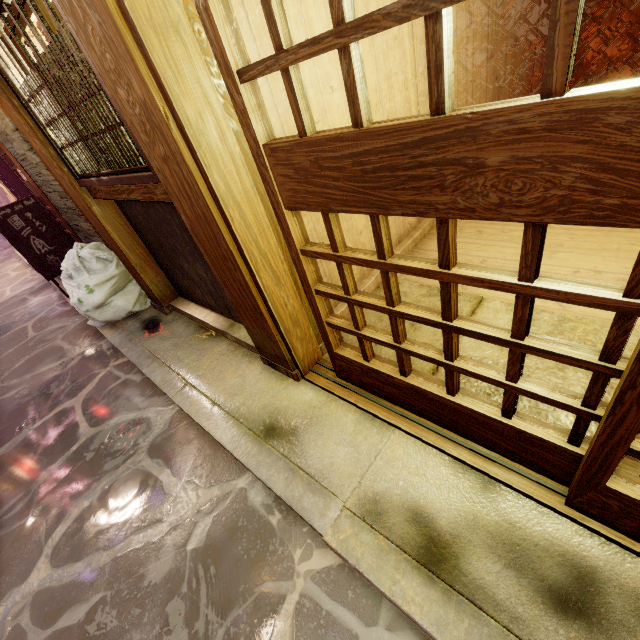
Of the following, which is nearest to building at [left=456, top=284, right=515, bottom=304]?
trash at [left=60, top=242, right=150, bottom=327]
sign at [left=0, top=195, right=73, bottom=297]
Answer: trash at [left=60, top=242, right=150, bottom=327]

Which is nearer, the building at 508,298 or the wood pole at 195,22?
the wood pole at 195,22

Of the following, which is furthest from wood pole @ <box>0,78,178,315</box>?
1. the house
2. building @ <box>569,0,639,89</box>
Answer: building @ <box>569,0,639,89</box>

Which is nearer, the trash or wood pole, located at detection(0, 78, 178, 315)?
wood pole, located at detection(0, 78, 178, 315)

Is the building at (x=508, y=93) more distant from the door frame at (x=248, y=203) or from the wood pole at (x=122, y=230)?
the wood pole at (x=122, y=230)

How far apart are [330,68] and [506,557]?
5.6 meters

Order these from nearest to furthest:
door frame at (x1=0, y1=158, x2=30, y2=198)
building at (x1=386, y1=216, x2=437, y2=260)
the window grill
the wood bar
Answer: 1. the window grill
2. the wood bar
3. building at (x1=386, y1=216, x2=437, y2=260)
4. door frame at (x1=0, y1=158, x2=30, y2=198)

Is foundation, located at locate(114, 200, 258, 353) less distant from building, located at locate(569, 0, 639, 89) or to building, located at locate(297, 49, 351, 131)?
building, located at locate(297, 49, 351, 131)
